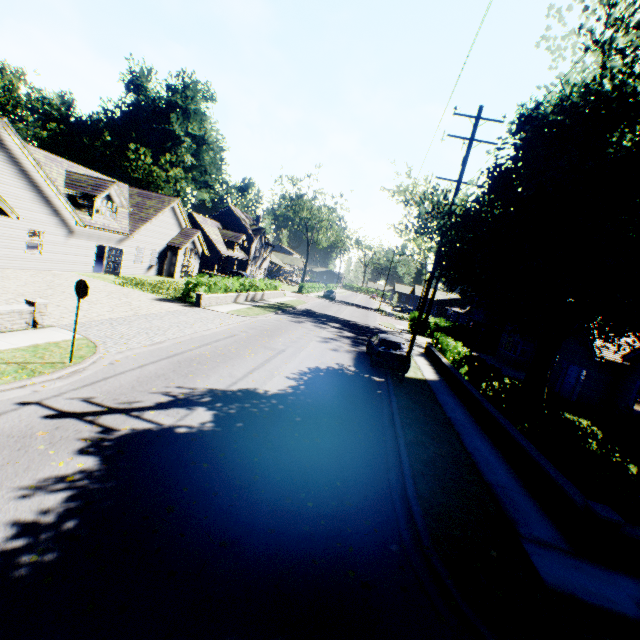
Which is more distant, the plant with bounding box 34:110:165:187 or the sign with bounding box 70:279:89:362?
the plant with bounding box 34:110:165:187

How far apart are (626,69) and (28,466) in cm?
1596

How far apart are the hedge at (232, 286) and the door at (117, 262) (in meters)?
7.30

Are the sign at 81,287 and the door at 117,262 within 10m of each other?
no

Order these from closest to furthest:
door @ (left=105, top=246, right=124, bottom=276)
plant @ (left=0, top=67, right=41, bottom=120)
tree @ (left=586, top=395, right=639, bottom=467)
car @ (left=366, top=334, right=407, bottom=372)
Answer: tree @ (left=586, top=395, right=639, bottom=467), car @ (left=366, top=334, right=407, bottom=372), door @ (left=105, top=246, right=124, bottom=276), plant @ (left=0, top=67, right=41, bottom=120)

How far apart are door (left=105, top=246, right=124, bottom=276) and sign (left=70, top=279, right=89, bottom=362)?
19.4m

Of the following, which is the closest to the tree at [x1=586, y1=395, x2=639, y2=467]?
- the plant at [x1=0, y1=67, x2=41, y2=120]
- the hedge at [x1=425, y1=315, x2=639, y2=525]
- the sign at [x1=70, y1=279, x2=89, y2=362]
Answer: the hedge at [x1=425, y1=315, x2=639, y2=525]

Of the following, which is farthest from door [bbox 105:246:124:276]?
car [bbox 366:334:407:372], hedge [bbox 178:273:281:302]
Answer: car [bbox 366:334:407:372]
